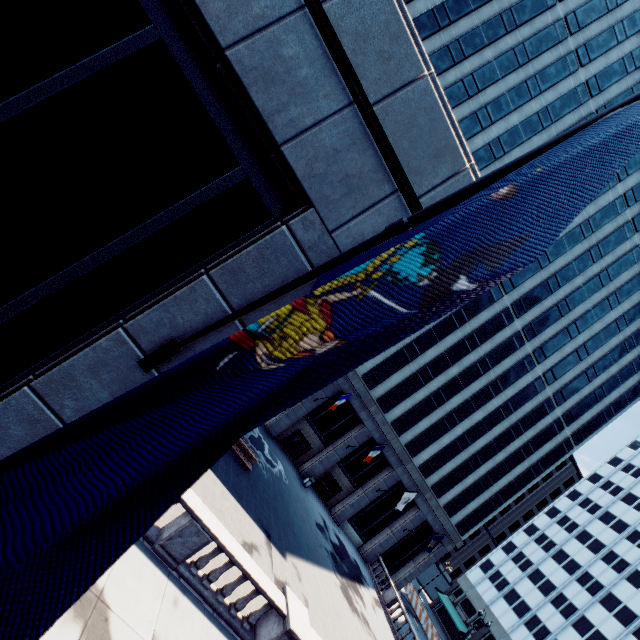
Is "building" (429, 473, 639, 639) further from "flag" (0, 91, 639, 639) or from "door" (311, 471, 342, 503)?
"flag" (0, 91, 639, 639)

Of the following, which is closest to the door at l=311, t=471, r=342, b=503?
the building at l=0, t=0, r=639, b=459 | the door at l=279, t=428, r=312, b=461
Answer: the building at l=0, t=0, r=639, b=459

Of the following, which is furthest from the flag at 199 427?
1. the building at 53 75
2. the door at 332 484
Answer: the door at 332 484

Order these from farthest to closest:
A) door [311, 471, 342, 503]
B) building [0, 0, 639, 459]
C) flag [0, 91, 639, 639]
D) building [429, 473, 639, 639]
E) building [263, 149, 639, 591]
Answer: building [429, 473, 639, 639], door [311, 471, 342, 503], building [263, 149, 639, 591], building [0, 0, 639, 459], flag [0, 91, 639, 639]

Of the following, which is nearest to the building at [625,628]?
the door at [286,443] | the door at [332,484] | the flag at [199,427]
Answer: the door at [332,484]

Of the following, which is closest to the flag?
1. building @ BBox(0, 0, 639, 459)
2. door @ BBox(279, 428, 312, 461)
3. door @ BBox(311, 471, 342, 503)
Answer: building @ BBox(0, 0, 639, 459)

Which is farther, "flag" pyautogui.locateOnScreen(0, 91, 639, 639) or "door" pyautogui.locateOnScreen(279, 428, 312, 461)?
"door" pyautogui.locateOnScreen(279, 428, 312, 461)

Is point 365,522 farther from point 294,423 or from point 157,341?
point 157,341
